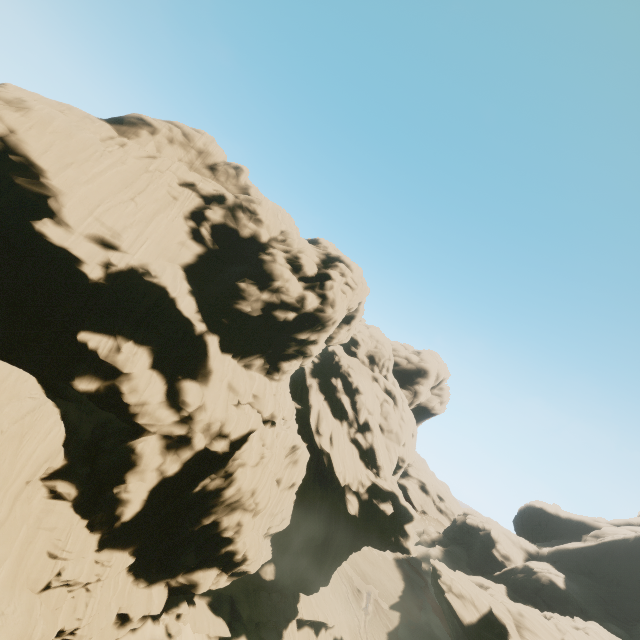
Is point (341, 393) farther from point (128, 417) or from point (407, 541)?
point (128, 417)

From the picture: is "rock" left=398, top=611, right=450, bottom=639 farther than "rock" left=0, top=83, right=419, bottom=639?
Yes

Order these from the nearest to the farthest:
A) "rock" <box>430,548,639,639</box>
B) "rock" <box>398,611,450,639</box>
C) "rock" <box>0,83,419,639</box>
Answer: "rock" <box>0,83,419,639</box>, "rock" <box>430,548,639,639</box>, "rock" <box>398,611,450,639</box>

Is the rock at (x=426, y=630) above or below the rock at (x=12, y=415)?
below

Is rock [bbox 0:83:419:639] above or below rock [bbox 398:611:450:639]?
above

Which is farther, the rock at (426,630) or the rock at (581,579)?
the rock at (426,630)
